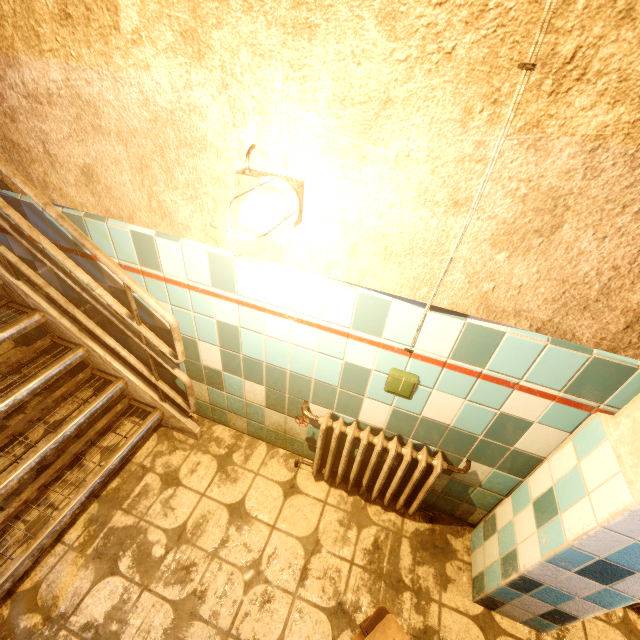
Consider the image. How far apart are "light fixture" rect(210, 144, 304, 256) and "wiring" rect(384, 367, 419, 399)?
0.82m

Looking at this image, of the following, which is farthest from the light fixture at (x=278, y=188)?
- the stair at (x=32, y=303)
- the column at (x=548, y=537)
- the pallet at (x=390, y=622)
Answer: the pallet at (x=390, y=622)

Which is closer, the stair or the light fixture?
the light fixture

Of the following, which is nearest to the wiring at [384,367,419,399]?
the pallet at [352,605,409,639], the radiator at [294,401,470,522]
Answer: the radiator at [294,401,470,522]

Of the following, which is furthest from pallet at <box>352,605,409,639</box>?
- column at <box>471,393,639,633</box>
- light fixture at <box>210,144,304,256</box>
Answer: light fixture at <box>210,144,304,256</box>

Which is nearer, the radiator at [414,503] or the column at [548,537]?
the column at [548,537]

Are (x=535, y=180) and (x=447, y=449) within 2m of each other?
yes

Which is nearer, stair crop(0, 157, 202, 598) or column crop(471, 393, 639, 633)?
column crop(471, 393, 639, 633)
